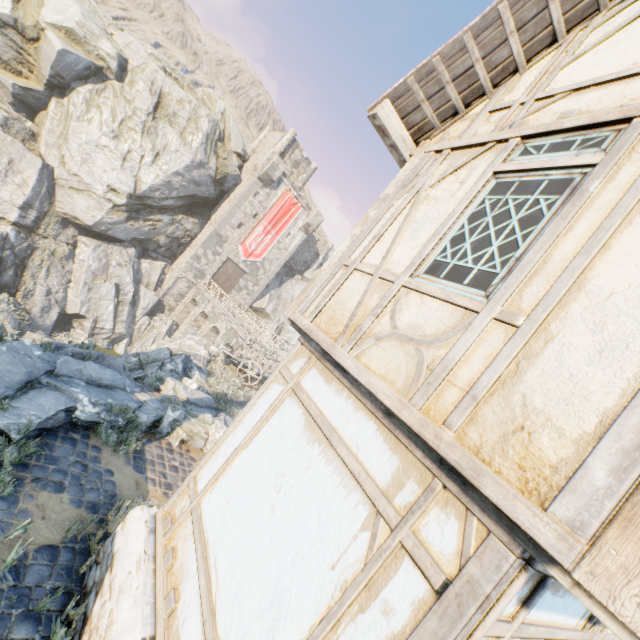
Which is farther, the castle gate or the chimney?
the chimney

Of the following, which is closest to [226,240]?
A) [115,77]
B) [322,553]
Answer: [115,77]

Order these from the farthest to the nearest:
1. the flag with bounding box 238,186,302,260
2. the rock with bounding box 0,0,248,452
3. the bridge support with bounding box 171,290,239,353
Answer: the flag with bounding box 238,186,302,260 → the bridge support with bounding box 171,290,239,353 → the rock with bounding box 0,0,248,452

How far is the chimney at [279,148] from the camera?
36.2 meters

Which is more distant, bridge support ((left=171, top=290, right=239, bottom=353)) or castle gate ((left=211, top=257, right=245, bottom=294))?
castle gate ((left=211, top=257, right=245, bottom=294))

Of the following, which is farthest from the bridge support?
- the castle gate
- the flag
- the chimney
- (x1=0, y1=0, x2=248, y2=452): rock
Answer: the chimney

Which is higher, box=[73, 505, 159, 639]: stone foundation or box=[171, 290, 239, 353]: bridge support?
box=[73, 505, 159, 639]: stone foundation

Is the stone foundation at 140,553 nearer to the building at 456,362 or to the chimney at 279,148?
the building at 456,362
